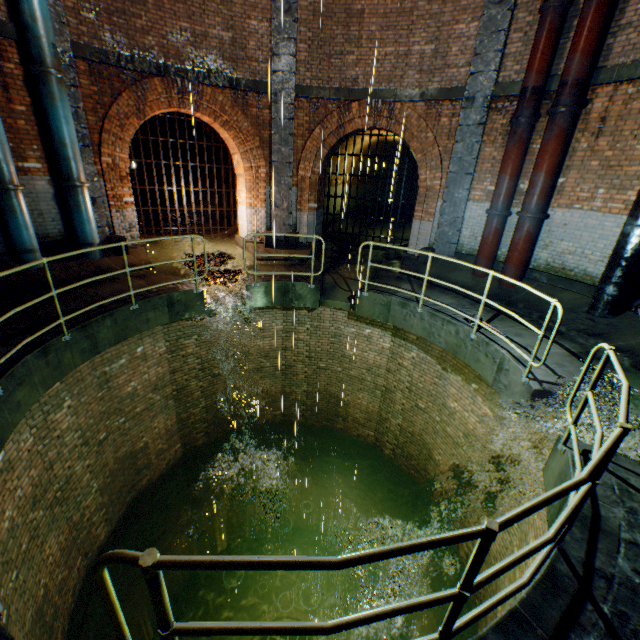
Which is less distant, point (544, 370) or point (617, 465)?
point (617, 465)

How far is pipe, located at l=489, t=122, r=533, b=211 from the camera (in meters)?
7.53

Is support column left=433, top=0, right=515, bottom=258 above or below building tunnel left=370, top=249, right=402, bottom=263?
above

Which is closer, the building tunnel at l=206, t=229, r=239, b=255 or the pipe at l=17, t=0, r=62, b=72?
the pipe at l=17, t=0, r=62, b=72

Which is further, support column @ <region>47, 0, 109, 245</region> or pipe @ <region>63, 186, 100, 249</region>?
pipe @ <region>63, 186, 100, 249</region>

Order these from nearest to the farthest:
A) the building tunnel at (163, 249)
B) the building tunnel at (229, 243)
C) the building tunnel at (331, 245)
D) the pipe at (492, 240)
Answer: the pipe at (492, 240) < the building tunnel at (163, 249) < the building tunnel at (229, 243) < the building tunnel at (331, 245)

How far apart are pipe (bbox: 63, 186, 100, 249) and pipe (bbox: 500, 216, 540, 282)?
10.46m

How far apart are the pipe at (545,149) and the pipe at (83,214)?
10.5 meters
